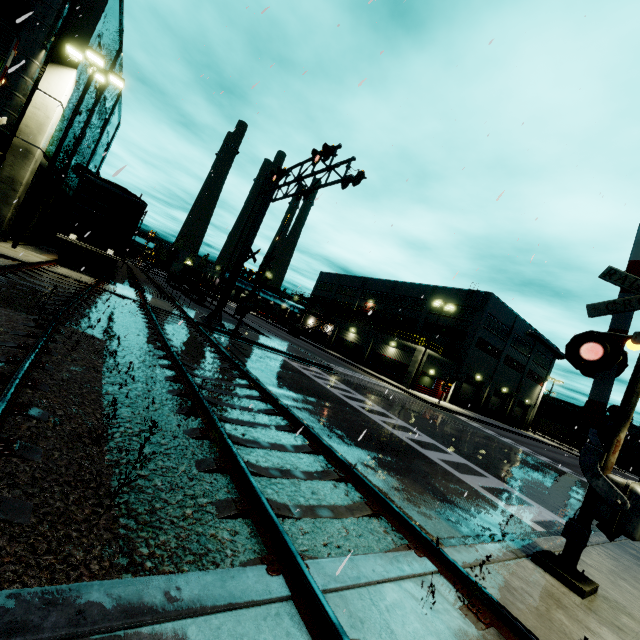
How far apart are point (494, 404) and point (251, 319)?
37.96m

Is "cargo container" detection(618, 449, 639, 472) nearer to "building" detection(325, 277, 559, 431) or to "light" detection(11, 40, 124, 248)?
"building" detection(325, 277, 559, 431)

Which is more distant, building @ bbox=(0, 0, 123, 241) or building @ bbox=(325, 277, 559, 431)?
building @ bbox=(325, 277, 559, 431)

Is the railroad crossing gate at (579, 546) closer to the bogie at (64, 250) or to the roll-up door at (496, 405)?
the bogie at (64, 250)

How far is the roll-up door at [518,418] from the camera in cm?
5084

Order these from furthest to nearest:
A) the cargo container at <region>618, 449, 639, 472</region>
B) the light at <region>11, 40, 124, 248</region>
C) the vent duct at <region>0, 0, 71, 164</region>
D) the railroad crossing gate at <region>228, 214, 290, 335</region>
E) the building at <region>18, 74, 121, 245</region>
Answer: the cargo container at <region>618, 449, 639, 472</region>
the building at <region>18, 74, 121, 245</region>
the railroad crossing gate at <region>228, 214, 290, 335</region>
the light at <region>11, 40, 124, 248</region>
the vent duct at <region>0, 0, 71, 164</region>

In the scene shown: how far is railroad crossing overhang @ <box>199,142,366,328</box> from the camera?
12.6 meters

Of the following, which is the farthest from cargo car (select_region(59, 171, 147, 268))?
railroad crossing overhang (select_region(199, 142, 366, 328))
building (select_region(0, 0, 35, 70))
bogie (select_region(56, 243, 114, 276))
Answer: railroad crossing overhang (select_region(199, 142, 366, 328))
